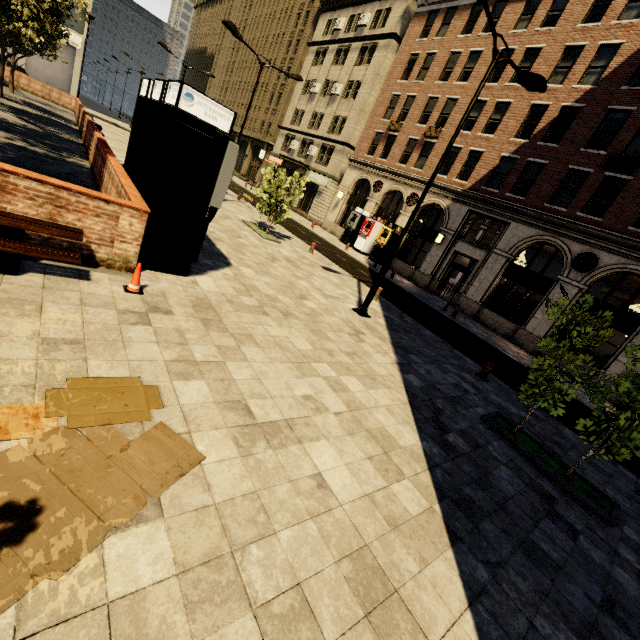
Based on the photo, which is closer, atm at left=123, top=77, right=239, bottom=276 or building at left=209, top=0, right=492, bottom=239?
atm at left=123, top=77, right=239, bottom=276

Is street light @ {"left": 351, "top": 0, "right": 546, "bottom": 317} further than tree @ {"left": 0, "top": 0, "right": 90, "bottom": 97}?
Yes

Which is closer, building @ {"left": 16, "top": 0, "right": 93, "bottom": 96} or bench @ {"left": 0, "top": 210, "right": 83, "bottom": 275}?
bench @ {"left": 0, "top": 210, "right": 83, "bottom": 275}

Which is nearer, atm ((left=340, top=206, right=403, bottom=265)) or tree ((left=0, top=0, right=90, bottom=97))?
Answer: tree ((left=0, top=0, right=90, bottom=97))

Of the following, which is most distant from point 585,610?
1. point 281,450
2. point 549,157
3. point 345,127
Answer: point 345,127

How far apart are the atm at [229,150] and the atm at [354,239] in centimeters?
1991cm

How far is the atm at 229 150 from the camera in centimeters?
553cm

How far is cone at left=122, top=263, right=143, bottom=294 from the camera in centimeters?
531cm
